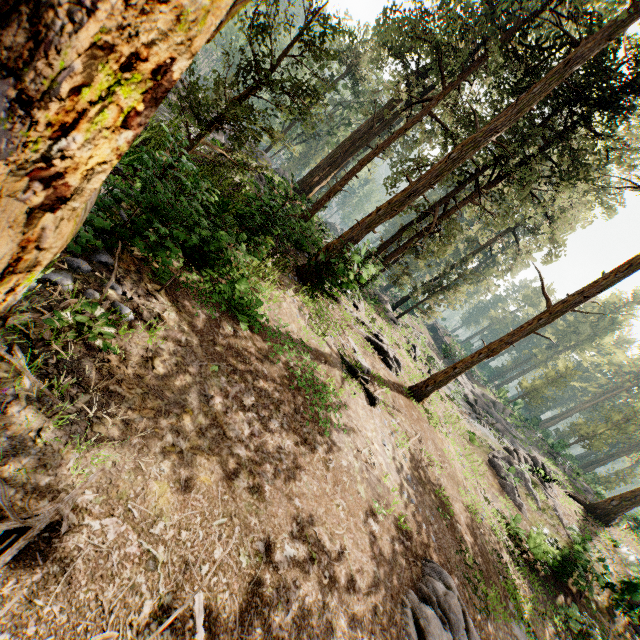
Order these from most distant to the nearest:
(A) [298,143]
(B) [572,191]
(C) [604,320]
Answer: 1. (C) [604,320]
2. (B) [572,191]
3. (A) [298,143]

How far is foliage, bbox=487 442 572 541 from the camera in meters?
18.7 m

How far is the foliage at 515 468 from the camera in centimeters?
1867cm

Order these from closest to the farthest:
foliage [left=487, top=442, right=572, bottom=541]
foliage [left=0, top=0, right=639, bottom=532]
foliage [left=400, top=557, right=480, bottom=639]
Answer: foliage [left=0, top=0, right=639, bottom=532] → foliage [left=400, top=557, right=480, bottom=639] → foliage [left=487, top=442, right=572, bottom=541]

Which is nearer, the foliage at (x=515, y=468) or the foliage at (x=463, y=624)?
the foliage at (x=463, y=624)

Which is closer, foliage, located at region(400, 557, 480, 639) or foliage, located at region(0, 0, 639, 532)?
foliage, located at region(0, 0, 639, 532)

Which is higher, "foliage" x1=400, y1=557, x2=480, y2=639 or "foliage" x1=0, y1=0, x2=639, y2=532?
"foliage" x1=0, y1=0, x2=639, y2=532
